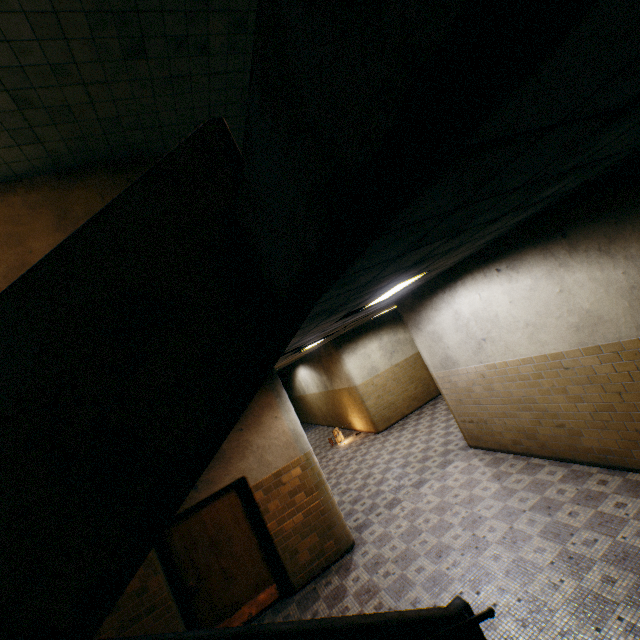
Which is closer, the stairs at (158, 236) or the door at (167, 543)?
the stairs at (158, 236)

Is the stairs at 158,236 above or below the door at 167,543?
above

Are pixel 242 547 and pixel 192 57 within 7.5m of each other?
no

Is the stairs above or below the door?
above

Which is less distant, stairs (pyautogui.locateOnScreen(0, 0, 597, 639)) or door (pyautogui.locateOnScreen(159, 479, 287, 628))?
stairs (pyautogui.locateOnScreen(0, 0, 597, 639))

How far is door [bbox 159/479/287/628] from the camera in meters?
5.4 m
